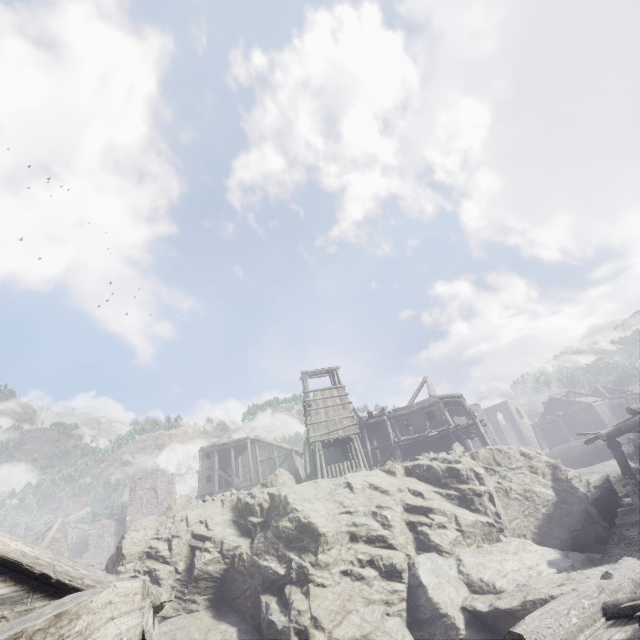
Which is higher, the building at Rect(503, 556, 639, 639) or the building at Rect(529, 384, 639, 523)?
the building at Rect(529, 384, 639, 523)

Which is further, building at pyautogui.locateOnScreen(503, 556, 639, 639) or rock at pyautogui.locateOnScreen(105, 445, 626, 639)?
rock at pyautogui.locateOnScreen(105, 445, 626, 639)

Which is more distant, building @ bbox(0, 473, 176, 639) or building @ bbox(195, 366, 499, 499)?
building @ bbox(195, 366, 499, 499)

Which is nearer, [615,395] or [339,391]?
[339,391]

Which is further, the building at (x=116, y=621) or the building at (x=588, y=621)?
the building at (x=588, y=621)

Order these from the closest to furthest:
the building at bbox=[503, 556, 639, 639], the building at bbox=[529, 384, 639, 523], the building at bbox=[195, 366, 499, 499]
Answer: the building at bbox=[503, 556, 639, 639] → the building at bbox=[529, 384, 639, 523] → the building at bbox=[195, 366, 499, 499]

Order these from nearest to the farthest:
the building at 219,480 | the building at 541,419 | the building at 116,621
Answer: the building at 116,621, the building at 541,419, the building at 219,480

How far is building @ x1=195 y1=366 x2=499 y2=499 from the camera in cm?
2358
